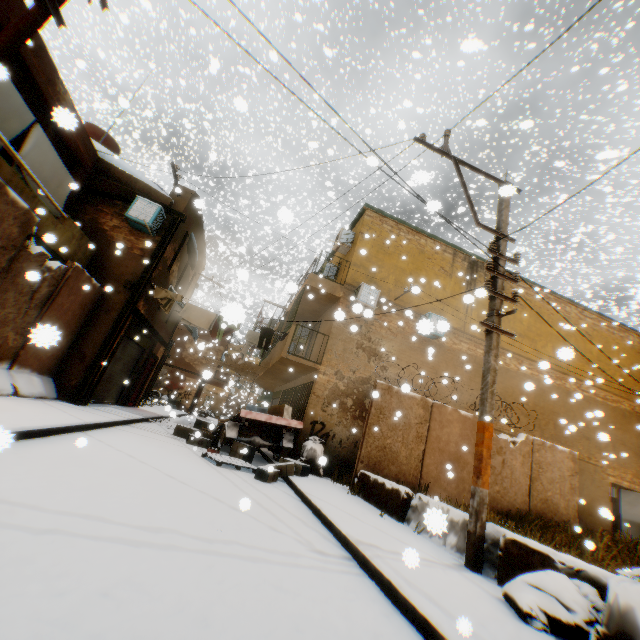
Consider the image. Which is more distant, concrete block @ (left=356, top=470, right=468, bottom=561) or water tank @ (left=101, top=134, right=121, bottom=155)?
water tank @ (left=101, top=134, right=121, bottom=155)

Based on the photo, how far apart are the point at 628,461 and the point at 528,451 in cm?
827

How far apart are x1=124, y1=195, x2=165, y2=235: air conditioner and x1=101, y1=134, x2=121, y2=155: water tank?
0.78m

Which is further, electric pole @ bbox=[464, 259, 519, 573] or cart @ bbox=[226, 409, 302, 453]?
cart @ bbox=[226, 409, 302, 453]

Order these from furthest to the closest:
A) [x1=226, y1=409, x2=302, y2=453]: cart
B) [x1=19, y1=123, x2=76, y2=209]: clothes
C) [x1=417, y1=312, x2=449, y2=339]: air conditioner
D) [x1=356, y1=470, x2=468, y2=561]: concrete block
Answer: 1. [x1=226, y1=409, x2=302, y2=453]: cart
2. [x1=19, y1=123, x2=76, y2=209]: clothes
3. [x1=417, y1=312, x2=449, y2=339]: air conditioner
4. [x1=356, y1=470, x2=468, y2=561]: concrete block

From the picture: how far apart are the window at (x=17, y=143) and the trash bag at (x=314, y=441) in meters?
10.4 m

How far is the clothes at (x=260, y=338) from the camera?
11.55m

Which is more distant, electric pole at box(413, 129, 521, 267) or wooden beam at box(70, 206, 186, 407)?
wooden beam at box(70, 206, 186, 407)
